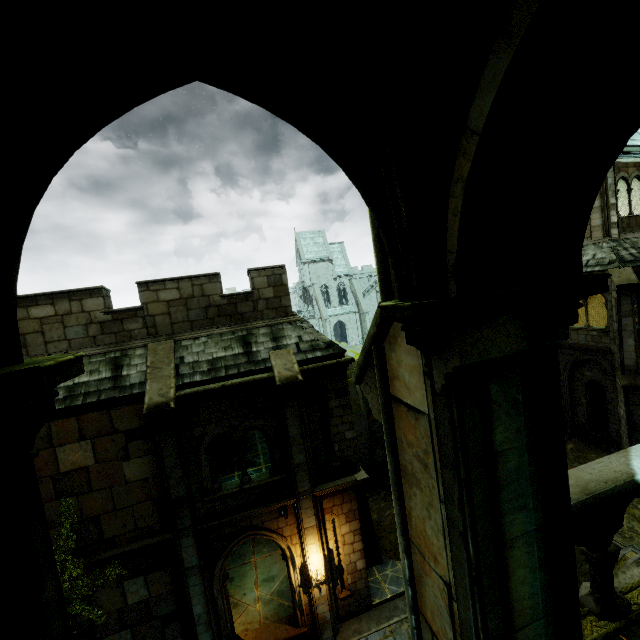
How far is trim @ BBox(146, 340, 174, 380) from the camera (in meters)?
9.96

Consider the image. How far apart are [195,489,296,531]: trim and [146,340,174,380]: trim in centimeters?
444cm

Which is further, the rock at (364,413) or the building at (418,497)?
the rock at (364,413)

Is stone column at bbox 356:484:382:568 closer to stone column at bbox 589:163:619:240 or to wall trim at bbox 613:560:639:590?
wall trim at bbox 613:560:639:590

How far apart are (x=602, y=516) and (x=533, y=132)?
3.5 meters

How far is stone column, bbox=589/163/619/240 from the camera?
14.9 meters

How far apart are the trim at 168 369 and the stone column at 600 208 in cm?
1933

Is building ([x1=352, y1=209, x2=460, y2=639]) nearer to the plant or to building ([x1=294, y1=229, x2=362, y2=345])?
the plant
